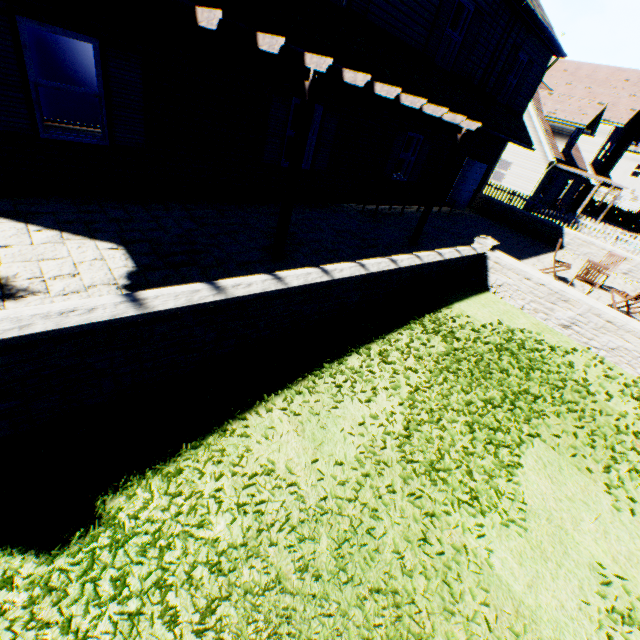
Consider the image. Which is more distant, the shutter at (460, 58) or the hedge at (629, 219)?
the hedge at (629, 219)

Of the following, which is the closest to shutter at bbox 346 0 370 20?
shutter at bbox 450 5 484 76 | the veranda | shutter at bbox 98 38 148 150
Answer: the veranda

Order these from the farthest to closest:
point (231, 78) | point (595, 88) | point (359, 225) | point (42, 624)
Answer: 1. point (595, 88)
2. point (359, 225)
3. point (231, 78)
4. point (42, 624)

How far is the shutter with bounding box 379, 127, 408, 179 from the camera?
10.8m

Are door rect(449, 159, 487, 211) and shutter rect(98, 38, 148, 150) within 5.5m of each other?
no

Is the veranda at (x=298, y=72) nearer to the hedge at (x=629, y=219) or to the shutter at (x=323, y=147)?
the shutter at (x=323, y=147)

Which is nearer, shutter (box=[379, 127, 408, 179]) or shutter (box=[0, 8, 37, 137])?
shutter (box=[0, 8, 37, 137])

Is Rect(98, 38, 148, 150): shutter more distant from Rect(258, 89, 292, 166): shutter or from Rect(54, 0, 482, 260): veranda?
Rect(258, 89, 292, 166): shutter
